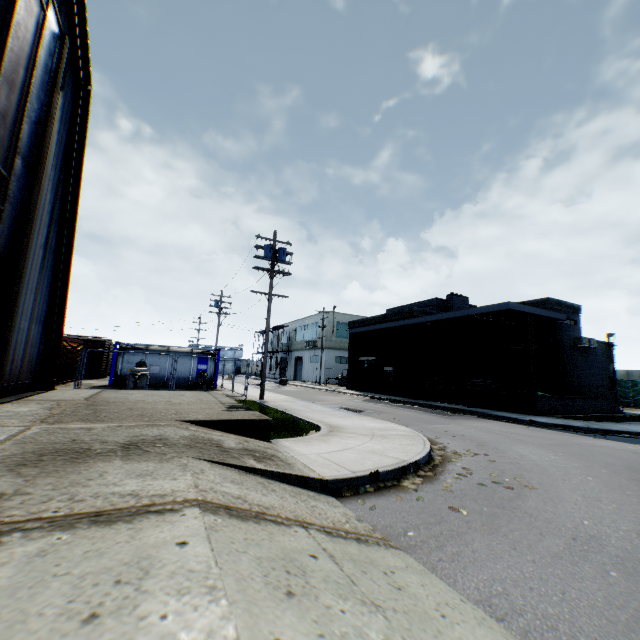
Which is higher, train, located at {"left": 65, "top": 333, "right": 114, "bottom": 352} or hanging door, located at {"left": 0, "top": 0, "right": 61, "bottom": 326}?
hanging door, located at {"left": 0, "top": 0, "right": 61, "bottom": 326}

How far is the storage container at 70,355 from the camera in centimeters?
1908cm

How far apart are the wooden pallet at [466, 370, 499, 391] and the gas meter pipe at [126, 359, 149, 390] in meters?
19.4 m

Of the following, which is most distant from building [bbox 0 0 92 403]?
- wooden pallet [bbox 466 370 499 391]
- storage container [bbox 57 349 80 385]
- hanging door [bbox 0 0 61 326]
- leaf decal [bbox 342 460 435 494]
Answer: wooden pallet [bbox 466 370 499 391]

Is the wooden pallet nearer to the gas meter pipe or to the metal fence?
the metal fence

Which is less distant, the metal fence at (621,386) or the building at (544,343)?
the building at (544,343)

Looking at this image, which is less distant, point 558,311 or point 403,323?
point 558,311

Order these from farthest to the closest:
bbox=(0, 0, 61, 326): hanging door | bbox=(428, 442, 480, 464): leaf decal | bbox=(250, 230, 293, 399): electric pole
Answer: bbox=(250, 230, 293, 399): electric pole → bbox=(428, 442, 480, 464): leaf decal → bbox=(0, 0, 61, 326): hanging door
